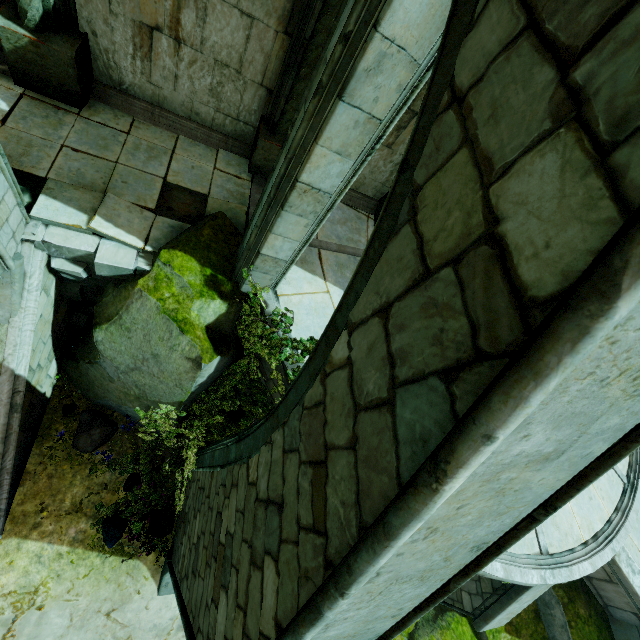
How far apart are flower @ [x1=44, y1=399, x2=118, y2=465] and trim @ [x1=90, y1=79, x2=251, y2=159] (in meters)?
6.02

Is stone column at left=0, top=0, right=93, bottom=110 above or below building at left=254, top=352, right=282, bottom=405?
above

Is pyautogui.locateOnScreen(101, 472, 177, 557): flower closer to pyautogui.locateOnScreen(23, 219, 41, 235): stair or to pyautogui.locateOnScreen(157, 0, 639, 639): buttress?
pyautogui.locateOnScreen(157, 0, 639, 639): buttress

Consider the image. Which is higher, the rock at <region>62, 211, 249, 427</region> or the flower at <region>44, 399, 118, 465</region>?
the rock at <region>62, 211, 249, 427</region>

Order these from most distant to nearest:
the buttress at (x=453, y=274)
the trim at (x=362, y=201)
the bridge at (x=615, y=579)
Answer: the trim at (x=362, y=201) < the bridge at (x=615, y=579) < the buttress at (x=453, y=274)

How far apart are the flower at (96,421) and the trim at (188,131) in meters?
6.0

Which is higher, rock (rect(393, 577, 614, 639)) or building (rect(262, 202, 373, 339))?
building (rect(262, 202, 373, 339))

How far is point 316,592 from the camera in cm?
147
